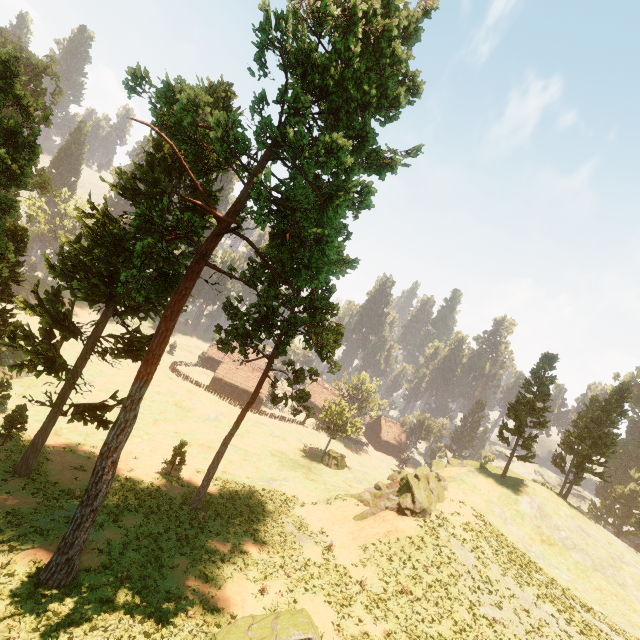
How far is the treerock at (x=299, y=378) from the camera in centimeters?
2745cm

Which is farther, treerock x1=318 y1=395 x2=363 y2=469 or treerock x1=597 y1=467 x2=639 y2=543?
treerock x1=597 y1=467 x2=639 y2=543

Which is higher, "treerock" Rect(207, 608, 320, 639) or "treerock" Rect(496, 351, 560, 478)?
"treerock" Rect(496, 351, 560, 478)

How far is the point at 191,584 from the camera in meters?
18.6 m

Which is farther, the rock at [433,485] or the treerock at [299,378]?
the rock at [433,485]

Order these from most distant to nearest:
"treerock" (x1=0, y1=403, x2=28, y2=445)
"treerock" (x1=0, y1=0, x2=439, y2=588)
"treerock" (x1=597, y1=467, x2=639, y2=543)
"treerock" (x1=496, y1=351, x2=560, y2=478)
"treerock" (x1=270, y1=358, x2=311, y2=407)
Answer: "treerock" (x1=597, y1=467, x2=639, y2=543) → "treerock" (x1=496, y1=351, x2=560, y2=478) → "treerock" (x1=270, y1=358, x2=311, y2=407) → "treerock" (x1=0, y1=403, x2=28, y2=445) → "treerock" (x1=0, y1=0, x2=439, y2=588)

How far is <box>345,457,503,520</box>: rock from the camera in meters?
28.5 m
